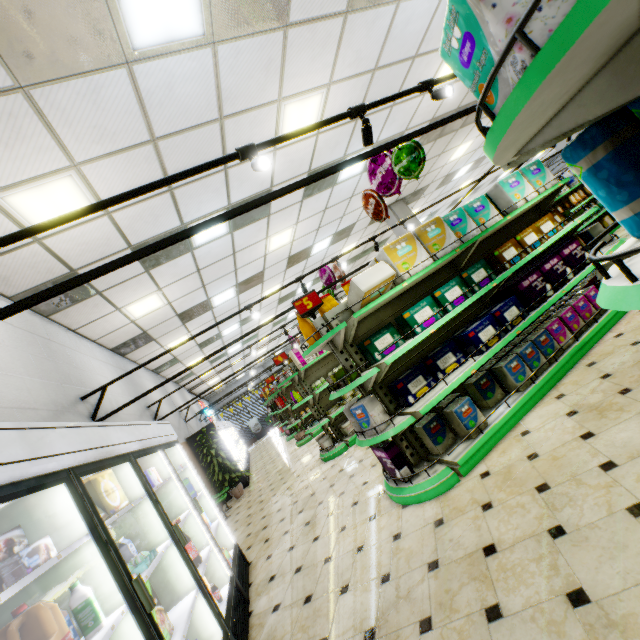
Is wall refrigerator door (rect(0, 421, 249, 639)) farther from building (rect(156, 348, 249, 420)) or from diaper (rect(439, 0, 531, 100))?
diaper (rect(439, 0, 531, 100))

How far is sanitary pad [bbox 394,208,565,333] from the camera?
3.7m

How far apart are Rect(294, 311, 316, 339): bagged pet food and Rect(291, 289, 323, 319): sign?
0.1 meters

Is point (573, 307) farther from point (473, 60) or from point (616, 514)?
point (473, 60)

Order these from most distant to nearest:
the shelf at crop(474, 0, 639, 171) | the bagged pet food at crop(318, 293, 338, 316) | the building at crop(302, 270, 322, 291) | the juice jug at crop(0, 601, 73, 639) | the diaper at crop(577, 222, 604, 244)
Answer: the building at crop(302, 270, 322, 291) → the diaper at crop(577, 222, 604, 244) → the bagged pet food at crop(318, 293, 338, 316) → the juice jug at crop(0, 601, 73, 639) → the shelf at crop(474, 0, 639, 171)

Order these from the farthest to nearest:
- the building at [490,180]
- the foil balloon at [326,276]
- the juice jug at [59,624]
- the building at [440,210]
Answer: the building at [490,180] < the building at [440,210] < the foil balloon at [326,276] < the juice jug at [59,624]

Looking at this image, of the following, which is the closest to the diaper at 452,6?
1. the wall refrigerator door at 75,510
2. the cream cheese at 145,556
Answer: the wall refrigerator door at 75,510

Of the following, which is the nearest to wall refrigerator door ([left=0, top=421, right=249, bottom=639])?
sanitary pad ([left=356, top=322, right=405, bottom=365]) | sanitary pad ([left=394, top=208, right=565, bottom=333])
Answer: sanitary pad ([left=356, top=322, right=405, bottom=365])
